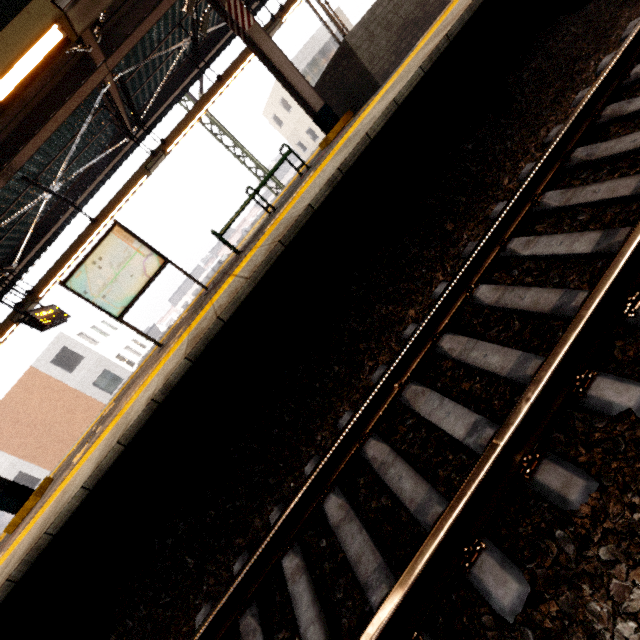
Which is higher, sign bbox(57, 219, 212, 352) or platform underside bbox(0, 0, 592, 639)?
sign bbox(57, 219, 212, 352)

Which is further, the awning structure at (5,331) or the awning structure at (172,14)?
the awning structure at (5,331)

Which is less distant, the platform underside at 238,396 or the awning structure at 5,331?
the platform underside at 238,396

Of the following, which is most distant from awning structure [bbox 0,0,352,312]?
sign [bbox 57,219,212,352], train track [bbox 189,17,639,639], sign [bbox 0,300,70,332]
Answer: train track [bbox 189,17,639,639]

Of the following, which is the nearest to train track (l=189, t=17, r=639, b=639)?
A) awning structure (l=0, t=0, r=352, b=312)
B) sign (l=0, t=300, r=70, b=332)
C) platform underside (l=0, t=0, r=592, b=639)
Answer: platform underside (l=0, t=0, r=592, b=639)

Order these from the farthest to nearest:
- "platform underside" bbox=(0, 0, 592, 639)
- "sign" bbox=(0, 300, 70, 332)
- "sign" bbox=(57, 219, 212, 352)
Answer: "sign" bbox=(0, 300, 70, 332), "sign" bbox=(57, 219, 212, 352), "platform underside" bbox=(0, 0, 592, 639)

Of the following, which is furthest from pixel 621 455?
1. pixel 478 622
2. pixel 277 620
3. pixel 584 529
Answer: pixel 277 620

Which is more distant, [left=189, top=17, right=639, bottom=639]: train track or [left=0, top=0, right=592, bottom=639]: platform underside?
[left=0, top=0, right=592, bottom=639]: platform underside
